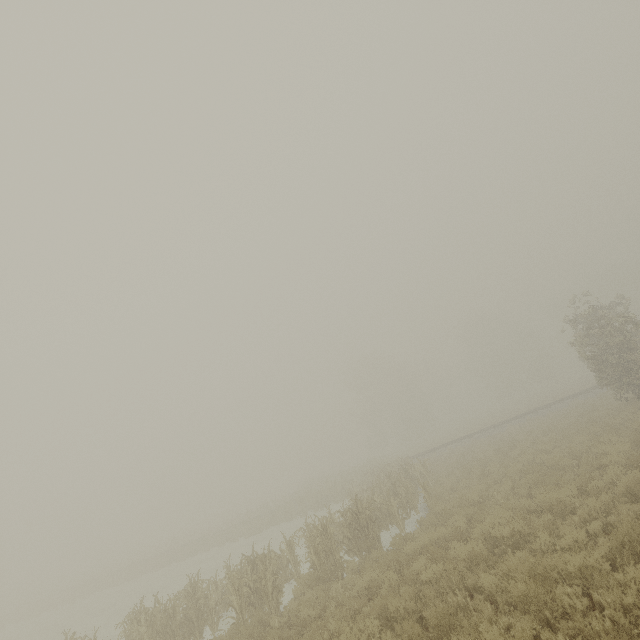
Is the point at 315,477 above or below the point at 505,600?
above
